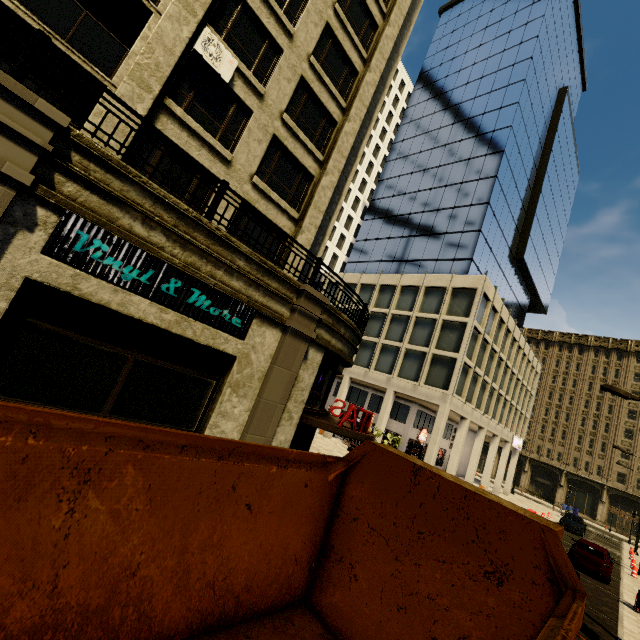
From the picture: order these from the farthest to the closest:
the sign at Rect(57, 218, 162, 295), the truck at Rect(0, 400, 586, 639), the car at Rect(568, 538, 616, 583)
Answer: the car at Rect(568, 538, 616, 583)
the sign at Rect(57, 218, 162, 295)
the truck at Rect(0, 400, 586, 639)

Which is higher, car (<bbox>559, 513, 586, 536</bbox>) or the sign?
the sign

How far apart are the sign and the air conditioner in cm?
707

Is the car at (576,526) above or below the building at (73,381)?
below

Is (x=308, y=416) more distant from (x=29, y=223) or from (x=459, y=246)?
(x=459, y=246)

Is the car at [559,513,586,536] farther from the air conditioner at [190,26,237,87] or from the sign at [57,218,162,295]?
the air conditioner at [190,26,237,87]

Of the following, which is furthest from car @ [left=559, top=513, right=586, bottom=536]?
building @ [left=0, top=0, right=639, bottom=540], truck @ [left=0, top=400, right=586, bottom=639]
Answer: truck @ [left=0, top=400, right=586, bottom=639]

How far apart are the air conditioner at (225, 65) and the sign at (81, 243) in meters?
7.1 m
